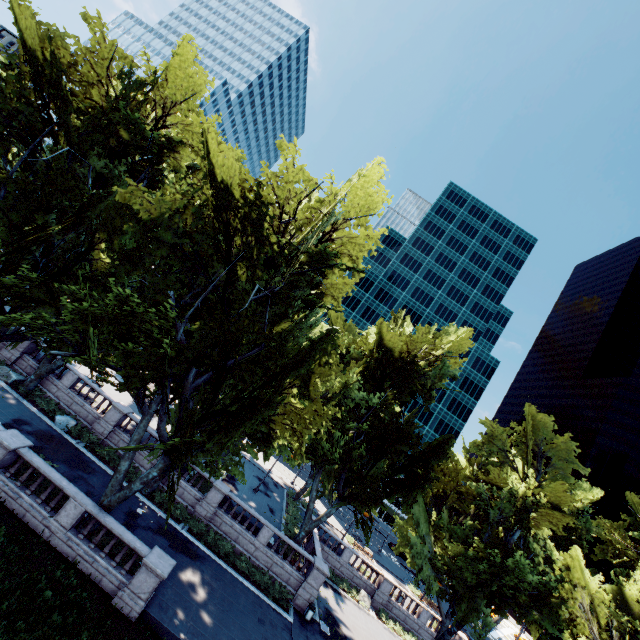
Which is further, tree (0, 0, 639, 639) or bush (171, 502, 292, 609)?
bush (171, 502, 292, 609)

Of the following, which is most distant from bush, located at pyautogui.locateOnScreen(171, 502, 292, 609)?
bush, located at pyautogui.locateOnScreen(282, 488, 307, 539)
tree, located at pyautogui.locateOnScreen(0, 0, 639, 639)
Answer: bush, located at pyautogui.locateOnScreen(282, 488, 307, 539)

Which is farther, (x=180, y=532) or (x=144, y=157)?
(x=180, y=532)

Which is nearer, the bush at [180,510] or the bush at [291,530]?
the bush at [180,510]

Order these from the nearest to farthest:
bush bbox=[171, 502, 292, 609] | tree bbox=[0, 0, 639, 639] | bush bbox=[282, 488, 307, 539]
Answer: tree bbox=[0, 0, 639, 639] < bush bbox=[171, 502, 292, 609] < bush bbox=[282, 488, 307, 539]

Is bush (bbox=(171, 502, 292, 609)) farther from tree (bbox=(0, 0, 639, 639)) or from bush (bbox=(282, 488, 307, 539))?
bush (bbox=(282, 488, 307, 539))

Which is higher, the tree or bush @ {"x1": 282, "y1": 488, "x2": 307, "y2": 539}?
the tree

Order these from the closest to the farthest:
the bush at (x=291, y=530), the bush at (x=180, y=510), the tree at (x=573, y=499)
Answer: the tree at (x=573, y=499) < the bush at (x=180, y=510) < the bush at (x=291, y=530)
